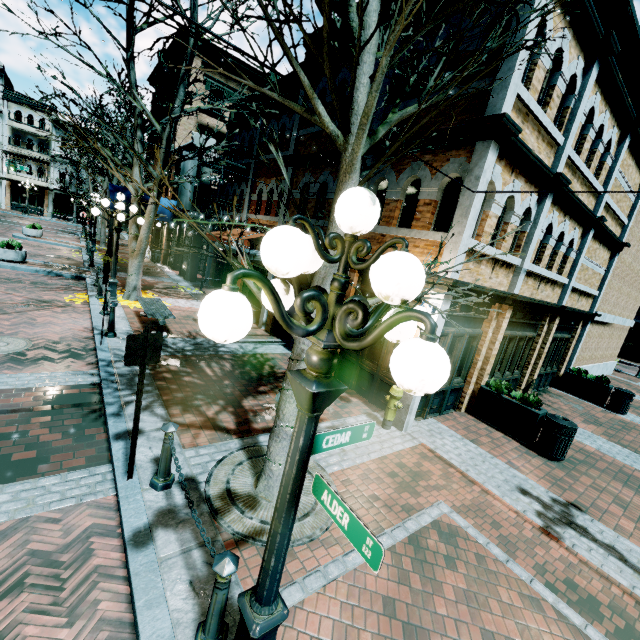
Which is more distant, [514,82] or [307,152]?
[307,152]

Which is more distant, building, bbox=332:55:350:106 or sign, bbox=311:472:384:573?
building, bbox=332:55:350:106

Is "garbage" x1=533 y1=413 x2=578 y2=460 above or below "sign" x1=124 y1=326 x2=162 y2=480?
below

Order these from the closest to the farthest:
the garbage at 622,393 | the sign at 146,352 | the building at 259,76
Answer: the sign at 146,352
the garbage at 622,393
the building at 259,76

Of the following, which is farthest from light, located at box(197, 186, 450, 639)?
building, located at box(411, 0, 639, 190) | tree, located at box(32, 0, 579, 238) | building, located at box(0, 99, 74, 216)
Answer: building, located at box(0, 99, 74, 216)

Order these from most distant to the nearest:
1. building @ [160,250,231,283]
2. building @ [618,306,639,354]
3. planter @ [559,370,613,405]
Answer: building @ [618,306,639,354], building @ [160,250,231,283], planter @ [559,370,613,405]

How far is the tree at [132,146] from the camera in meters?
3.1

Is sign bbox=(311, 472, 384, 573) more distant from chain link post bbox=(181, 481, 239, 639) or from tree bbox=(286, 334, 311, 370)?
tree bbox=(286, 334, 311, 370)
